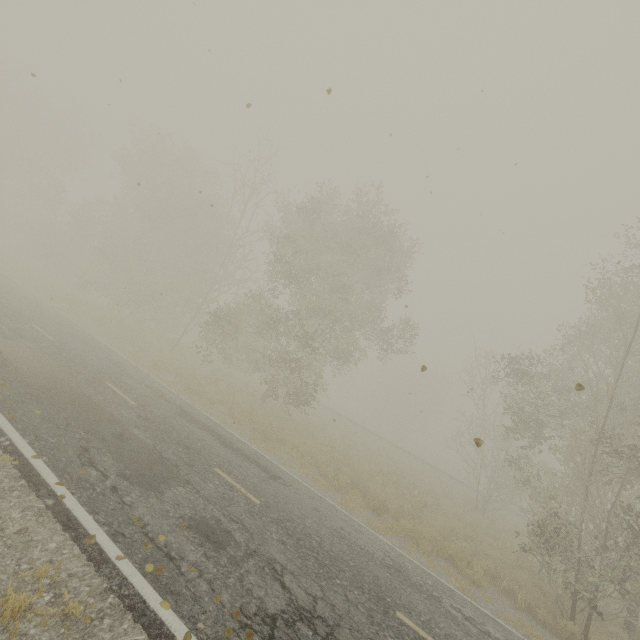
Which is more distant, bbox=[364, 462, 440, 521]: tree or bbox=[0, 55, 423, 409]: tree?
bbox=[0, 55, 423, 409]: tree

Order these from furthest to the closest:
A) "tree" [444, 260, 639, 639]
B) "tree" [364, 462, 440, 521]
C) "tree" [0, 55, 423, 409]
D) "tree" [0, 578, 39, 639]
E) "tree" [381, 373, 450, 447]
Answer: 1. "tree" [381, 373, 450, 447]
2. "tree" [0, 55, 423, 409]
3. "tree" [364, 462, 440, 521]
4. "tree" [444, 260, 639, 639]
5. "tree" [0, 578, 39, 639]

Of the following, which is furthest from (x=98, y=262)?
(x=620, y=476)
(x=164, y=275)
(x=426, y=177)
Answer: (x=620, y=476)

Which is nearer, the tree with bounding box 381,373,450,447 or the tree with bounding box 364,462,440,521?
the tree with bounding box 364,462,440,521

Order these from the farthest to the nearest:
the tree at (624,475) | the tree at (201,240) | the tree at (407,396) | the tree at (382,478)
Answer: the tree at (407,396) → the tree at (201,240) → the tree at (382,478) → the tree at (624,475)

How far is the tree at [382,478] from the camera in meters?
14.8 m

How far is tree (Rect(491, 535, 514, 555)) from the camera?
15.0m
